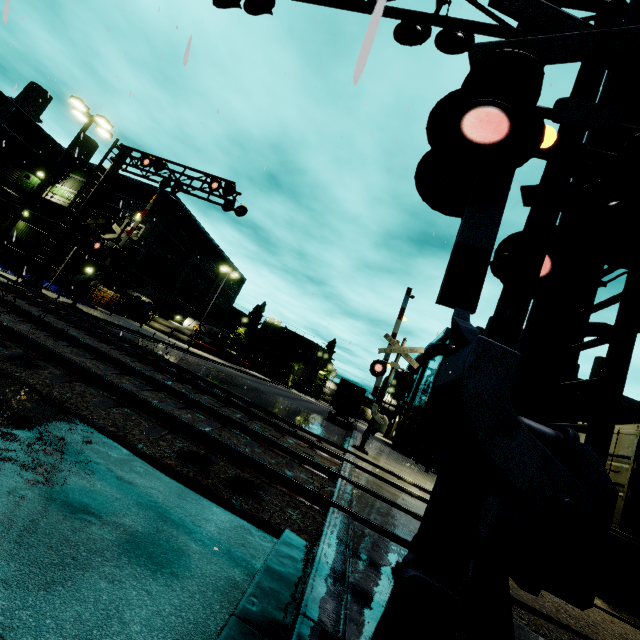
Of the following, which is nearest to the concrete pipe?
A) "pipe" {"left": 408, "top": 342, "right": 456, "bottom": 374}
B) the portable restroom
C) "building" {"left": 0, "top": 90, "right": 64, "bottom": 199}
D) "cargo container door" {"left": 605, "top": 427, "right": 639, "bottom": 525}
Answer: "building" {"left": 0, "top": 90, "right": 64, "bottom": 199}

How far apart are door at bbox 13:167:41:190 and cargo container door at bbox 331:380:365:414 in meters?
42.6

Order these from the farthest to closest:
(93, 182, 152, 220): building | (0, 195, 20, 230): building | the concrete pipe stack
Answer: the concrete pipe stack → (93, 182, 152, 220): building → (0, 195, 20, 230): building

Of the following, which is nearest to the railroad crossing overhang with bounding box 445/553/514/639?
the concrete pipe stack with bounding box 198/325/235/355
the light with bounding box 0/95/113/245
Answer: the light with bounding box 0/95/113/245

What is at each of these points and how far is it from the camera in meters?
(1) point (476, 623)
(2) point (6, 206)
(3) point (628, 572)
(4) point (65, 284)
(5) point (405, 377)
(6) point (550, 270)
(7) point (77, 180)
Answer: (1) railroad crossing overhang, 2.7
(2) building, 28.9
(3) bogie, 7.3
(4) forklift, 26.9
(5) railroad crossing gate, 13.6
(6) railroad crossing overhang, 3.0
(7) building, 39.7

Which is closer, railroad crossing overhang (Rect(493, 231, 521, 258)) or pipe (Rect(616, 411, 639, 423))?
railroad crossing overhang (Rect(493, 231, 521, 258))

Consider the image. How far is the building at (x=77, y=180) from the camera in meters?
39.1

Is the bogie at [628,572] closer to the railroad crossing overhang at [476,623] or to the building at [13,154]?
the railroad crossing overhang at [476,623]
